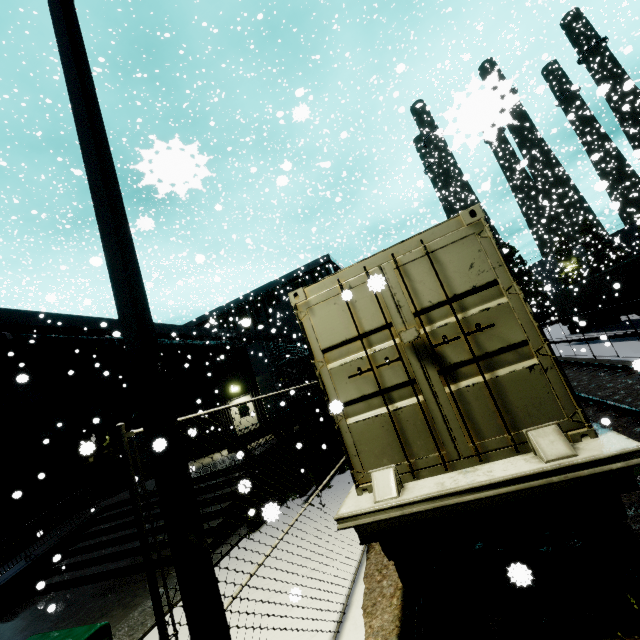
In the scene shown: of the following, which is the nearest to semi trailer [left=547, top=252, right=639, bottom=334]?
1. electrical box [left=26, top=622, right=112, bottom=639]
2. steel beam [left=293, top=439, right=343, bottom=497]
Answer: electrical box [left=26, top=622, right=112, bottom=639]

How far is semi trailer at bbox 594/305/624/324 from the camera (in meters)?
18.81

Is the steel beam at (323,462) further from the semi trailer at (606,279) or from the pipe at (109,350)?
the semi trailer at (606,279)

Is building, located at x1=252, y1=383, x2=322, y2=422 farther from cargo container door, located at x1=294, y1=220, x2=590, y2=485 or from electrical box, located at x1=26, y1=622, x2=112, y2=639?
cargo container door, located at x1=294, y1=220, x2=590, y2=485

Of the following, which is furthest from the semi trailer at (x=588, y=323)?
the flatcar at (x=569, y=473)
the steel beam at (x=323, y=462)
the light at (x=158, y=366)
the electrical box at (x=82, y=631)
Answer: the steel beam at (x=323, y=462)

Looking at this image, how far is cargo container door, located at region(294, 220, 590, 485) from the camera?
3.4m

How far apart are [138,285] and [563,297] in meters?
31.0

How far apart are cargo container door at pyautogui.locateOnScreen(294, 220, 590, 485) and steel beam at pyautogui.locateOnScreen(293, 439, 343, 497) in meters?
6.3 m
